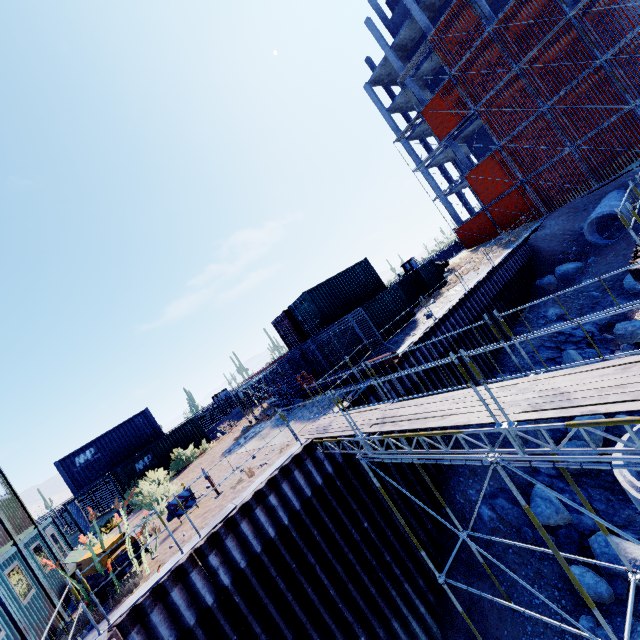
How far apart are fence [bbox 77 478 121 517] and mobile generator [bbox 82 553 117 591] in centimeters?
1843cm

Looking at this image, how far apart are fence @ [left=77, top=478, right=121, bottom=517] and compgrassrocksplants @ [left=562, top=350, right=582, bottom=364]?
30.30m

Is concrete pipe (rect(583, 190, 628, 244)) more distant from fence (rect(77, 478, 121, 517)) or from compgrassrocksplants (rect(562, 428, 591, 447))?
fence (rect(77, 478, 121, 517))

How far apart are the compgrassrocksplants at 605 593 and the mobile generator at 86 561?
12.8 meters

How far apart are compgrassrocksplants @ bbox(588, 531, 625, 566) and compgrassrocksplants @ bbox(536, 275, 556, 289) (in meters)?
15.47

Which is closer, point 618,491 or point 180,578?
point 180,578

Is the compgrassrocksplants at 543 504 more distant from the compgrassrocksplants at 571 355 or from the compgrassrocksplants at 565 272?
the compgrassrocksplants at 565 272

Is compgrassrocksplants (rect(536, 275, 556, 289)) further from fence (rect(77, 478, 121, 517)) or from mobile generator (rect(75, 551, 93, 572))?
fence (rect(77, 478, 121, 517))
